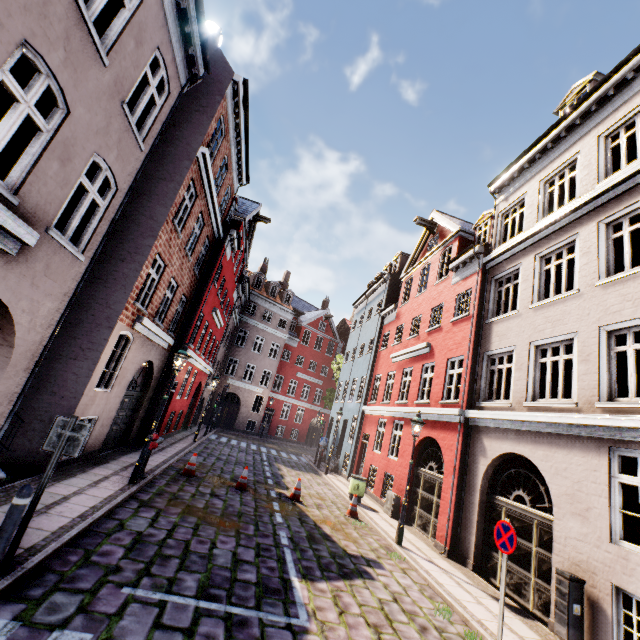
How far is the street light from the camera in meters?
8.7 m

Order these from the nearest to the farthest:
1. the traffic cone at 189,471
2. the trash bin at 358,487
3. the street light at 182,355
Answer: the street light at 182,355 → the traffic cone at 189,471 → the trash bin at 358,487

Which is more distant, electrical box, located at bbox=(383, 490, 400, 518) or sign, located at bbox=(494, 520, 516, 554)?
electrical box, located at bbox=(383, 490, 400, 518)

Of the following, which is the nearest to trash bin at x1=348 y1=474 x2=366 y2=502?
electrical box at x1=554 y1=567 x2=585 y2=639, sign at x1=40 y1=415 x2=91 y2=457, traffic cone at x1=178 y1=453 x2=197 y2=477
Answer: traffic cone at x1=178 y1=453 x2=197 y2=477

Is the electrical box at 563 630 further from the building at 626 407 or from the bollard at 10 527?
the bollard at 10 527

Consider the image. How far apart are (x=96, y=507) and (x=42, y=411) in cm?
317

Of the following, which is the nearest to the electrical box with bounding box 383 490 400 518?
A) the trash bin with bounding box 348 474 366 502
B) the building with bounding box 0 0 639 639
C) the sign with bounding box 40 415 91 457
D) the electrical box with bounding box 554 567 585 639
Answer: the building with bounding box 0 0 639 639

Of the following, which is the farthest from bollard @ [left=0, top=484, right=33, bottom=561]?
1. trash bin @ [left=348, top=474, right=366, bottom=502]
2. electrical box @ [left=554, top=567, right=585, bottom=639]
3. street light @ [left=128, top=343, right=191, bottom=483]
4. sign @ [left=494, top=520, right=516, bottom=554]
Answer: trash bin @ [left=348, top=474, right=366, bottom=502]
